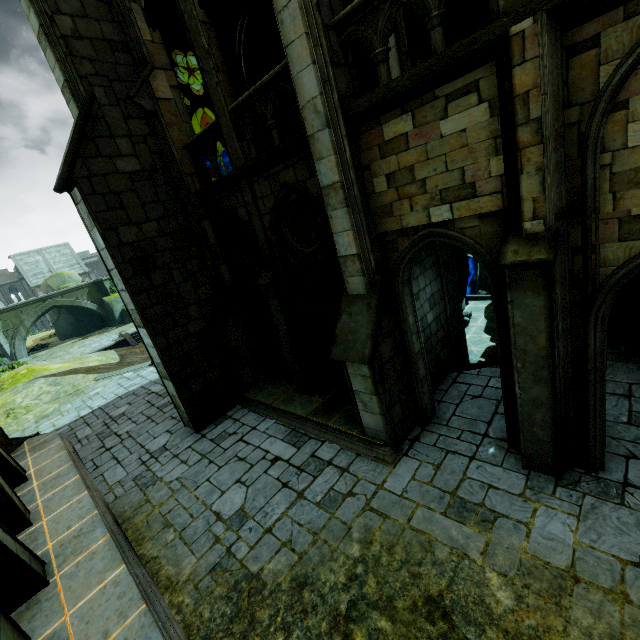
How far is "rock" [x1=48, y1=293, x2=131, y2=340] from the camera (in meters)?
32.75

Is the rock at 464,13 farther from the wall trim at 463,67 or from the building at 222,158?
the wall trim at 463,67

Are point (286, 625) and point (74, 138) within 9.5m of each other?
no

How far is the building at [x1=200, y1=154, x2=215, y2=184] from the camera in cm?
957

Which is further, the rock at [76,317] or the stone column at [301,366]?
the rock at [76,317]

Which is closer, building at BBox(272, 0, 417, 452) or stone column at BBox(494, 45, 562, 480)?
stone column at BBox(494, 45, 562, 480)

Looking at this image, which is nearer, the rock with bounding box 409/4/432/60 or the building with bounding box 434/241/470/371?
the rock with bounding box 409/4/432/60

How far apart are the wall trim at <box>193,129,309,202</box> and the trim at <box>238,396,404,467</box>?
6.3 meters
